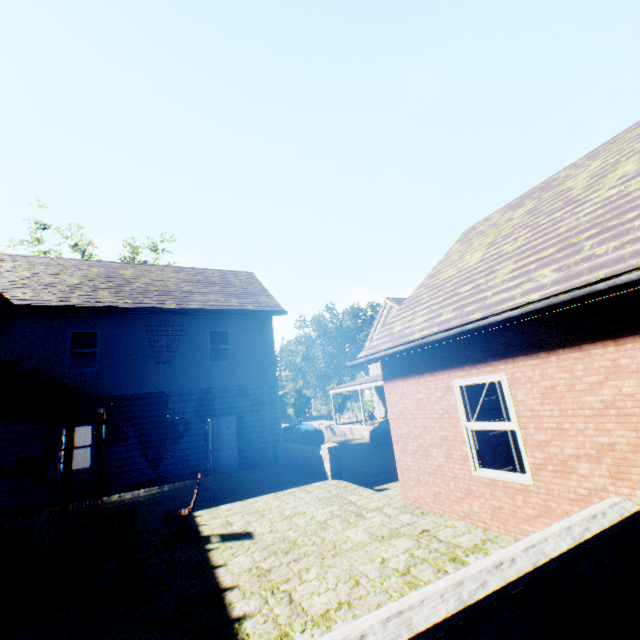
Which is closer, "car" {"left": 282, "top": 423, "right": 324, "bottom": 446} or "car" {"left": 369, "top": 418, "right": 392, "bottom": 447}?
"car" {"left": 369, "top": 418, "right": 392, "bottom": 447}

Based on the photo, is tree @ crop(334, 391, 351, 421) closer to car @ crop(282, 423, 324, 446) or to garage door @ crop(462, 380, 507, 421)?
car @ crop(282, 423, 324, 446)

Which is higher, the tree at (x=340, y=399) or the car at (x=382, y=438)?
the tree at (x=340, y=399)

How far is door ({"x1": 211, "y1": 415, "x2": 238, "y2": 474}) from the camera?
12.91m

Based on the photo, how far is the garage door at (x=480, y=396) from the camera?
8.6 meters

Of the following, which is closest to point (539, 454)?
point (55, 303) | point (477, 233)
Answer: point (477, 233)

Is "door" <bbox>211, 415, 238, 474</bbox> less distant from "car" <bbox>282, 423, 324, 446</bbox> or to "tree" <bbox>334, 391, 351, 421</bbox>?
"car" <bbox>282, 423, 324, 446</bbox>

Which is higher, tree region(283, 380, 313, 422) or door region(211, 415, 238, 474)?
tree region(283, 380, 313, 422)
